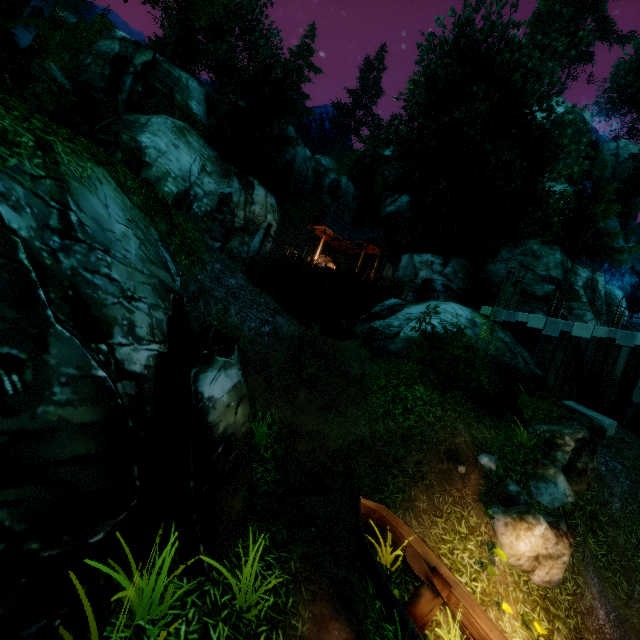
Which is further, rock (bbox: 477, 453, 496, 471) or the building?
the building

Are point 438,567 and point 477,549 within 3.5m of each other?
yes

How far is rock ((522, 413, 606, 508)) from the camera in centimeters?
770cm

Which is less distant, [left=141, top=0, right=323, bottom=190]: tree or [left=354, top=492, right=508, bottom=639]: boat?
[left=354, top=492, right=508, bottom=639]: boat

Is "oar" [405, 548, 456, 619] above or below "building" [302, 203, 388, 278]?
below

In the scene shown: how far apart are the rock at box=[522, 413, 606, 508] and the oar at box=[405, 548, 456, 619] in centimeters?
577cm

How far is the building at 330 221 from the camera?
23.25m

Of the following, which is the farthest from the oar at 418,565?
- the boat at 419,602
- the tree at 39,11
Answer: the tree at 39,11
